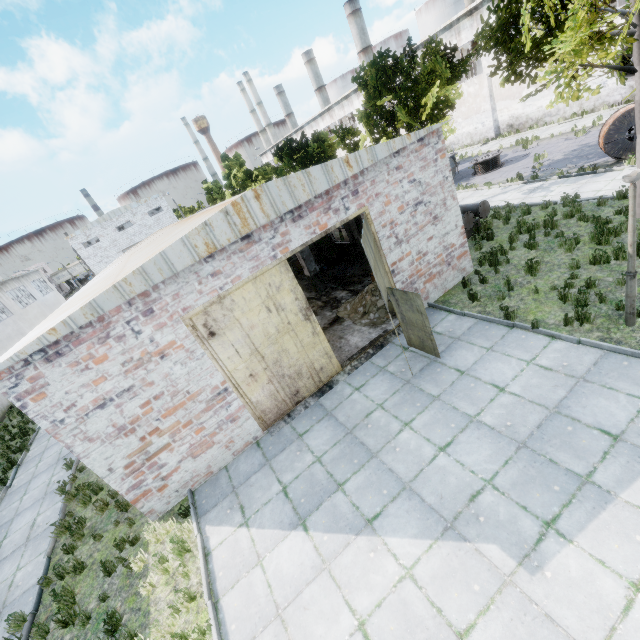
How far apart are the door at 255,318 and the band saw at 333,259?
8.84m

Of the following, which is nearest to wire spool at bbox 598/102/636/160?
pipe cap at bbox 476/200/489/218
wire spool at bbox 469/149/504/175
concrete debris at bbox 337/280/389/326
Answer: pipe cap at bbox 476/200/489/218

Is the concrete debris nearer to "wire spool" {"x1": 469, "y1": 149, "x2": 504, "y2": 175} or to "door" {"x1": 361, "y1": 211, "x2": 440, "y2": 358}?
"door" {"x1": 361, "y1": 211, "x2": 440, "y2": 358}

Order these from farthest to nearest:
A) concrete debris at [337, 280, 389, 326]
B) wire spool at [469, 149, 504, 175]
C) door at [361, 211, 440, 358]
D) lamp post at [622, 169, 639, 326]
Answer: wire spool at [469, 149, 504, 175] < concrete debris at [337, 280, 389, 326] < door at [361, 211, 440, 358] < lamp post at [622, 169, 639, 326]

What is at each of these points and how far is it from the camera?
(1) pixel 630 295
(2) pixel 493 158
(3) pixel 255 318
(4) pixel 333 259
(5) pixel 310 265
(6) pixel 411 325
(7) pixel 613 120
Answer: (1) lamp post, 6.67m
(2) wire spool, 21.05m
(3) door, 8.16m
(4) band saw, 18.22m
(5) column beam, 15.21m
(6) door, 8.66m
(7) wire spool, 13.55m

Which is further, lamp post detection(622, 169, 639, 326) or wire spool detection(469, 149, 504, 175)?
wire spool detection(469, 149, 504, 175)

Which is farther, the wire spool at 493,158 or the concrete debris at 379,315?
the wire spool at 493,158

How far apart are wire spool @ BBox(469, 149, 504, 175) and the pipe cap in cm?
987
